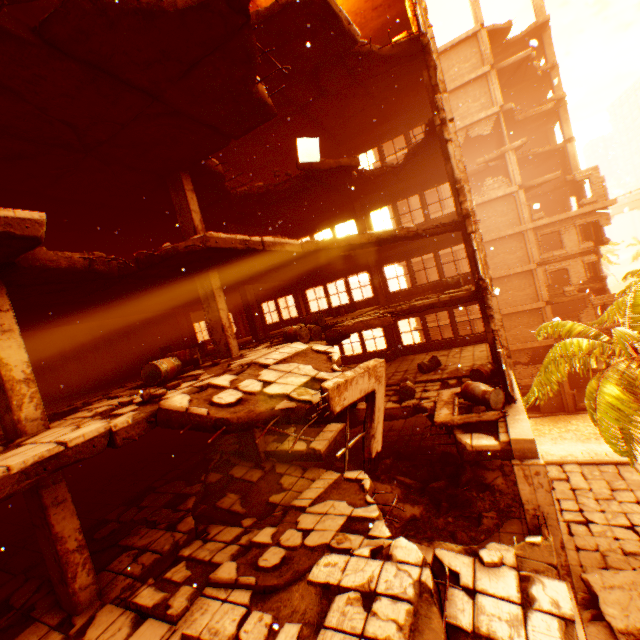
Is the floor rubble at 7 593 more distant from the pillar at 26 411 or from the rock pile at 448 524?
the pillar at 26 411

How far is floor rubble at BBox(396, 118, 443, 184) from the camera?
11.4 meters

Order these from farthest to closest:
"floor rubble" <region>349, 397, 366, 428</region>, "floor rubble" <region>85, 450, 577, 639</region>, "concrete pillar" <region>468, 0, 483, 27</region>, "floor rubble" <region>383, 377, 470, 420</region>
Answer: "concrete pillar" <region>468, 0, 483, 27</region>, "floor rubble" <region>383, 377, 470, 420</region>, "floor rubble" <region>349, 397, 366, 428</region>, "floor rubble" <region>85, 450, 577, 639</region>

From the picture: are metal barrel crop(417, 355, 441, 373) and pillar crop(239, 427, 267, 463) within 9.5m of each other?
yes

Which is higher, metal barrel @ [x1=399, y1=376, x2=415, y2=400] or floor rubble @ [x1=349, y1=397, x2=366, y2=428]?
floor rubble @ [x1=349, y1=397, x2=366, y2=428]

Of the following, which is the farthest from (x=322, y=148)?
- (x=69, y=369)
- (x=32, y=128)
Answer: (x=69, y=369)

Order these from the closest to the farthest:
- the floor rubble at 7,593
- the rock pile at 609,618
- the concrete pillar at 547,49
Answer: the floor rubble at 7,593 → the rock pile at 609,618 → the concrete pillar at 547,49

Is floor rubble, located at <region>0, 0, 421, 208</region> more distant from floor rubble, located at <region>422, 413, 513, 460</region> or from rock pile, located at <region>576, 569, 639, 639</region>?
rock pile, located at <region>576, 569, 639, 639</region>
